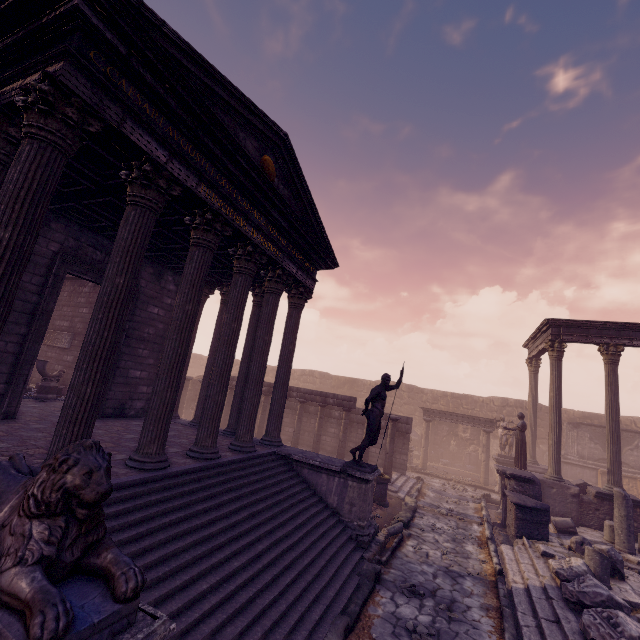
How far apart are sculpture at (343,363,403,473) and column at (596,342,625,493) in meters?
9.6 m

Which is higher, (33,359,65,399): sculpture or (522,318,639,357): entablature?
(522,318,639,357): entablature

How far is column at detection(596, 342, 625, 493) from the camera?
11.9m

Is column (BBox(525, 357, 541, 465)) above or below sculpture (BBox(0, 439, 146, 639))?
above

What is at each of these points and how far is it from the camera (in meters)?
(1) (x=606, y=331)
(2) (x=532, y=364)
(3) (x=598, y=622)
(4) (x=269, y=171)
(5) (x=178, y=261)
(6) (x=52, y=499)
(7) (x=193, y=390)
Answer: (1) entablature, 13.01
(2) column, 17.86
(3) building debris, 5.11
(4) relief sculpture, 7.61
(5) building, 10.01
(6) sculpture, 2.18
(7) wall arch, 20.86

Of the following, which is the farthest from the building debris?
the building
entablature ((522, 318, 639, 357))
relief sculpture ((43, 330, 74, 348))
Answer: relief sculpture ((43, 330, 74, 348))

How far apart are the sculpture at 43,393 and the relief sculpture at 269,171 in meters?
9.7

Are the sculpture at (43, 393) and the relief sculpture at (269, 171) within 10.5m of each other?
yes
